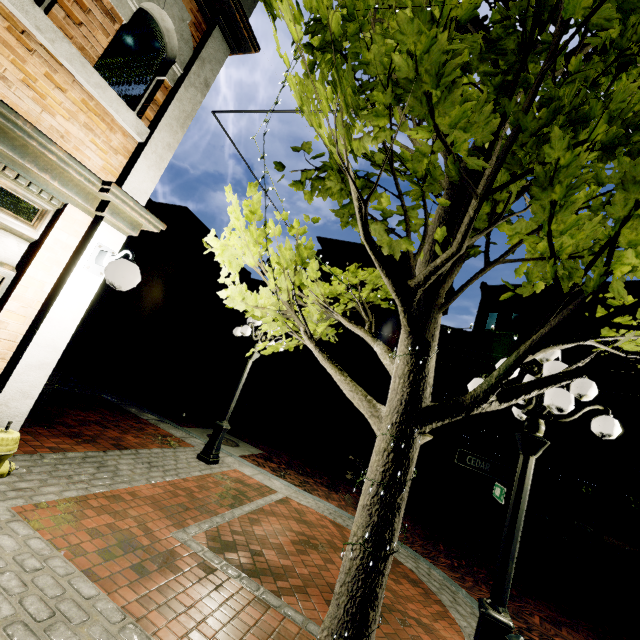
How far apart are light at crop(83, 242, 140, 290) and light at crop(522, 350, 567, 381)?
3.9m

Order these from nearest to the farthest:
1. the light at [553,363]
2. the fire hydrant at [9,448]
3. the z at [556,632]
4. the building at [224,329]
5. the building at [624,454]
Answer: the fire hydrant at [9,448], the light at [553,363], the z at [556,632], the building at [624,454], the building at [224,329]

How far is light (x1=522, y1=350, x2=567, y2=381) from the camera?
3.33m

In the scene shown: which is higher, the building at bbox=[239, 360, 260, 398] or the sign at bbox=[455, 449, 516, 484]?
the sign at bbox=[455, 449, 516, 484]

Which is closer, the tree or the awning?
the tree

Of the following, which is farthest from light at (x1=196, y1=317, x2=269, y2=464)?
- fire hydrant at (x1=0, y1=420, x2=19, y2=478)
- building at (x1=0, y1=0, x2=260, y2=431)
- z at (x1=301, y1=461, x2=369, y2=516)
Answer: building at (x1=0, y1=0, x2=260, y2=431)

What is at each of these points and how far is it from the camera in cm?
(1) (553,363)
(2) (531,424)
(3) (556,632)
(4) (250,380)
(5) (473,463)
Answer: (1) light, 337
(2) light, 356
(3) z, 570
(4) building, 2548
(5) sign, 368

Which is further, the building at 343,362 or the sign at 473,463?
the building at 343,362
